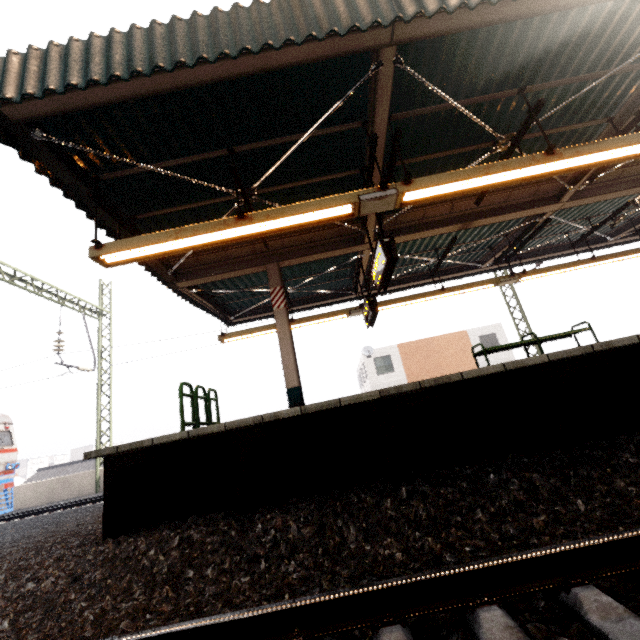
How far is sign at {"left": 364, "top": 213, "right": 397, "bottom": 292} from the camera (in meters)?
5.56

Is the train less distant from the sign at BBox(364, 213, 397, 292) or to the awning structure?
the awning structure

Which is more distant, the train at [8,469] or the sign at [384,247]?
the train at [8,469]

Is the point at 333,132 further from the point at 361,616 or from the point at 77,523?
the point at 77,523

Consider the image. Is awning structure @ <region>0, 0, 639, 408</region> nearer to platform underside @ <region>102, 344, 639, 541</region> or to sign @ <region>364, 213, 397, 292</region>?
sign @ <region>364, 213, 397, 292</region>

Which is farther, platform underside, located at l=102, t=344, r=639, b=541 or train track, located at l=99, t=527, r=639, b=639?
platform underside, located at l=102, t=344, r=639, b=541

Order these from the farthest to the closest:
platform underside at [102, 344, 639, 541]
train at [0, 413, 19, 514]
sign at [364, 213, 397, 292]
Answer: train at [0, 413, 19, 514] < sign at [364, 213, 397, 292] < platform underside at [102, 344, 639, 541]

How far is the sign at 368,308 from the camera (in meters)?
8.31
